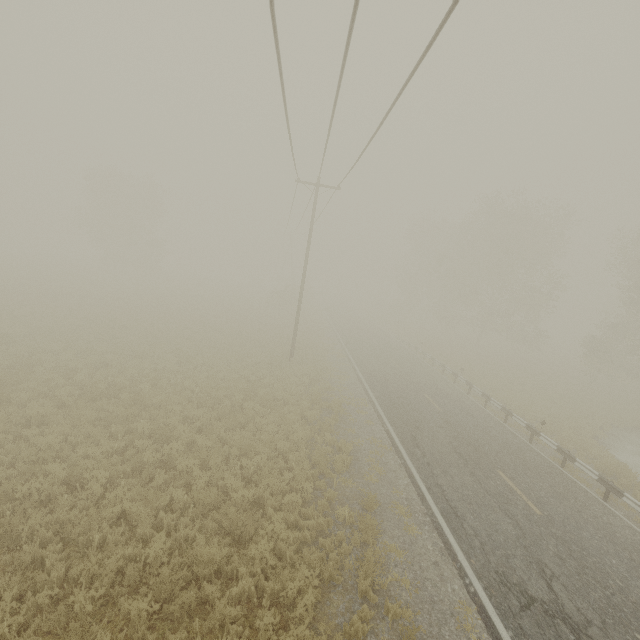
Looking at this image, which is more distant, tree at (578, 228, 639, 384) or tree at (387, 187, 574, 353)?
tree at (387, 187, 574, 353)

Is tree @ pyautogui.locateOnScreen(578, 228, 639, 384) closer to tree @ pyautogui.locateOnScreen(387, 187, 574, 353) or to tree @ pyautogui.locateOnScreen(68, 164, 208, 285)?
tree @ pyautogui.locateOnScreen(387, 187, 574, 353)

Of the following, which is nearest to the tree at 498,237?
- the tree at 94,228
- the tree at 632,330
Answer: the tree at 632,330

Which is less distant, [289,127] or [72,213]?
[289,127]

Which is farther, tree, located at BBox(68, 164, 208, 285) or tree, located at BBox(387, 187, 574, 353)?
tree, located at BBox(68, 164, 208, 285)

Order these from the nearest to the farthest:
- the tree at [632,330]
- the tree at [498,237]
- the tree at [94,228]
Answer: the tree at [632,330], the tree at [498,237], the tree at [94,228]

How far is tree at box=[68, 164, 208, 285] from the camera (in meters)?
41.31
